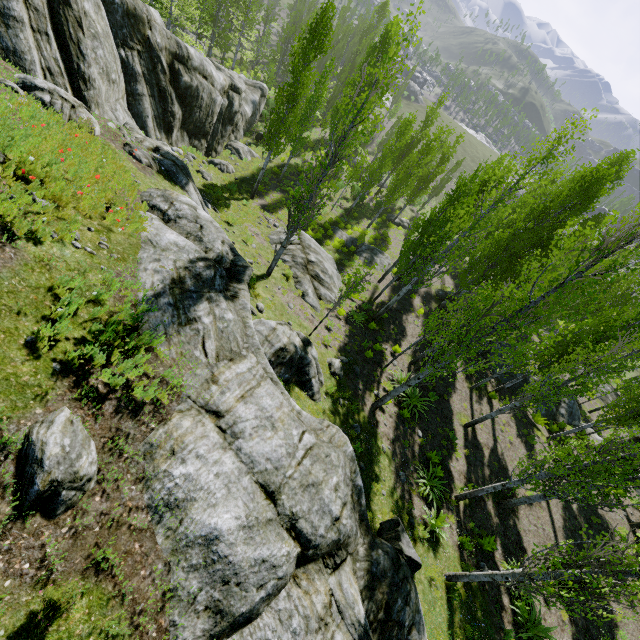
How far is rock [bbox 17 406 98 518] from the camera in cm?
374

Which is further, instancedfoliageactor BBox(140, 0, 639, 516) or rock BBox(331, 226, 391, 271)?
rock BBox(331, 226, 391, 271)

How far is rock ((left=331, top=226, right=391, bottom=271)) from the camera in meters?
25.8 m

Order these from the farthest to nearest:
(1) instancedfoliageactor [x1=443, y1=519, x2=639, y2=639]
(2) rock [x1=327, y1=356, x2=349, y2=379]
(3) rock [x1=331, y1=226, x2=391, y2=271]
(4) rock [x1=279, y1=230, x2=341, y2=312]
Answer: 1. (3) rock [x1=331, y1=226, x2=391, y2=271]
2. (4) rock [x1=279, y1=230, x2=341, y2=312]
3. (2) rock [x1=327, y1=356, x2=349, y2=379]
4. (1) instancedfoliageactor [x1=443, y1=519, x2=639, y2=639]

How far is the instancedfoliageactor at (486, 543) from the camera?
10.9m

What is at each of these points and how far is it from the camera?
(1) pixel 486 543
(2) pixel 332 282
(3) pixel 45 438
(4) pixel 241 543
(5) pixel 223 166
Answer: (1) instancedfoliageactor, 11.41m
(2) rock, 18.81m
(3) rock, 3.96m
(4) rock, 5.09m
(5) rock, 22.73m

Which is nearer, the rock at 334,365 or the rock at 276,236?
the rock at 334,365

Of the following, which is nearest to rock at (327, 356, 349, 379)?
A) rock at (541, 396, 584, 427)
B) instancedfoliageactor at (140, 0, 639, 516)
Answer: instancedfoliageactor at (140, 0, 639, 516)
